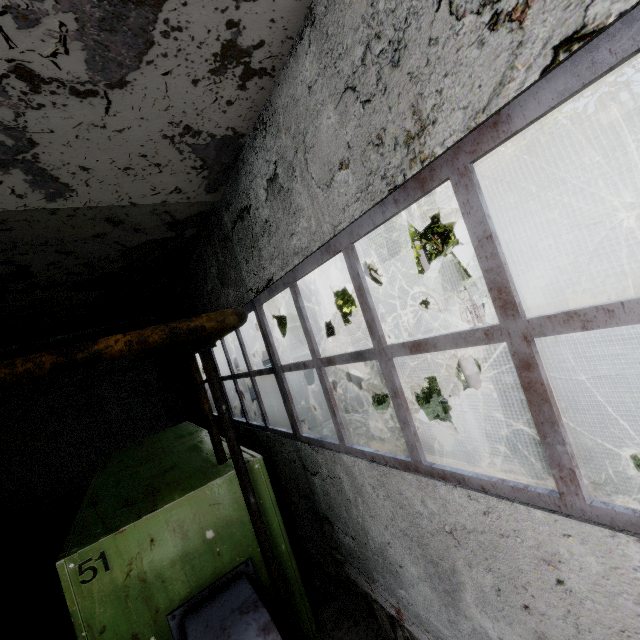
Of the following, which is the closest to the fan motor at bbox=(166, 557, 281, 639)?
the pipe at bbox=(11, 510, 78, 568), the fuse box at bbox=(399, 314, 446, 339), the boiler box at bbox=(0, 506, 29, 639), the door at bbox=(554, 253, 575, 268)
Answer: the boiler box at bbox=(0, 506, 29, 639)

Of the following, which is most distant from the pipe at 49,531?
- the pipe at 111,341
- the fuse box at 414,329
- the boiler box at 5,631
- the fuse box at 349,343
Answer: the fuse box at 414,329

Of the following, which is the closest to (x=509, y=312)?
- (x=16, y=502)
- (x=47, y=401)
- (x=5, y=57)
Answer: (x=5, y=57)

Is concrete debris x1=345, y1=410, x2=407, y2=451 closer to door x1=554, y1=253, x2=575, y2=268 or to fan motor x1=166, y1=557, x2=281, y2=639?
fan motor x1=166, y1=557, x2=281, y2=639

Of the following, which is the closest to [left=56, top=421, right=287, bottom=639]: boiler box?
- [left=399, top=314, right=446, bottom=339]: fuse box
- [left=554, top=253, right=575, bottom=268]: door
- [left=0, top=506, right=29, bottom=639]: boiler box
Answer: [left=0, top=506, right=29, bottom=639]: boiler box

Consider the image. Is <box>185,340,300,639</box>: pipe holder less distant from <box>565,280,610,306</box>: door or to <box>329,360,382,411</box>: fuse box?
<box>329,360,382,411</box>: fuse box

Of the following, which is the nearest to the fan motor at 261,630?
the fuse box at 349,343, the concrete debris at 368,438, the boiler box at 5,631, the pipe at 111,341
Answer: the boiler box at 5,631

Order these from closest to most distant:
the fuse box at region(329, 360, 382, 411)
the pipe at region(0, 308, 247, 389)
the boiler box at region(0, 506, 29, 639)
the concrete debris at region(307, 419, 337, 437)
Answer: the pipe at region(0, 308, 247, 389), the boiler box at region(0, 506, 29, 639), the concrete debris at region(307, 419, 337, 437), the fuse box at region(329, 360, 382, 411)
